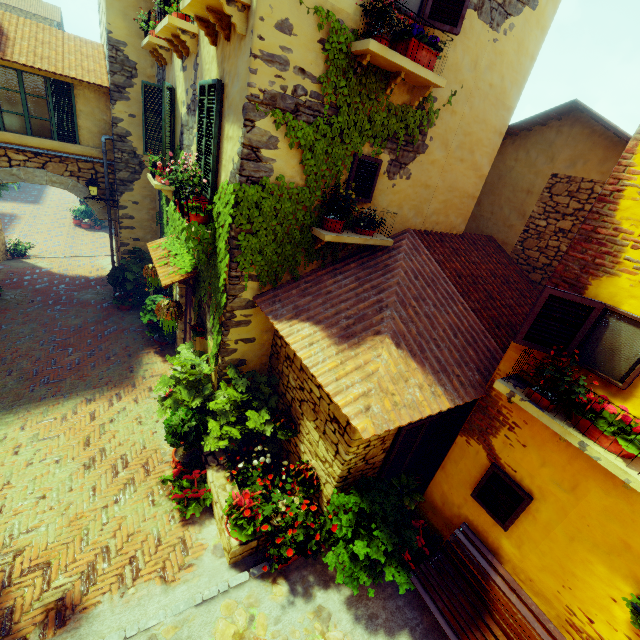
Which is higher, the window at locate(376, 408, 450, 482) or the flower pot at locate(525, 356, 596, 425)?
the flower pot at locate(525, 356, 596, 425)

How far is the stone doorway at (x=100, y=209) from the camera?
10.4m

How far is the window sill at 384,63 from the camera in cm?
406

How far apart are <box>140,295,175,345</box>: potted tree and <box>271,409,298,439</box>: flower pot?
4.9 meters

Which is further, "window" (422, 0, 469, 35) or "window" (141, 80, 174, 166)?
"window" (141, 80, 174, 166)

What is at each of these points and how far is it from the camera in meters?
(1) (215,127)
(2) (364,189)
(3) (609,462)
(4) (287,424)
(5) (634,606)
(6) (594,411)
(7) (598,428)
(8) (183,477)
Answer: (1) window, 4.8 m
(2) window, 5.5 m
(3) window sill, 3.0 m
(4) flower pot, 5.6 m
(5) flower pot, 3.2 m
(6) flower pot, 3.3 m
(7) flower pot, 3.1 m
(8) flower pot, 5.5 m

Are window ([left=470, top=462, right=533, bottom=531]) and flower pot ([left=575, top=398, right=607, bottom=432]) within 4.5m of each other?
yes

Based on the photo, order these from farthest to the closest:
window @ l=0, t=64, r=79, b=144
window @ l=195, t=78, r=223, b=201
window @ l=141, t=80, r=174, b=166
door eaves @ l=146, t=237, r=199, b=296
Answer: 1. window @ l=0, t=64, r=79, b=144
2. window @ l=141, t=80, r=174, b=166
3. door eaves @ l=146, t=237, r=199, b=296
4. window @ l=195, t=78, r=223, b=201
